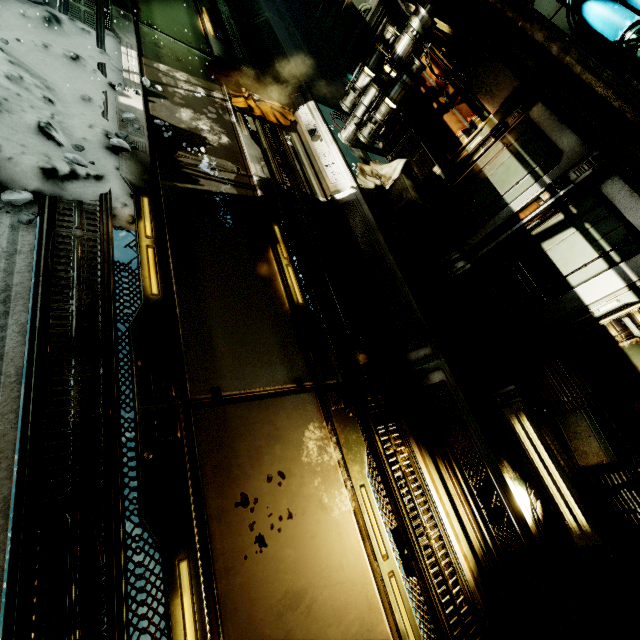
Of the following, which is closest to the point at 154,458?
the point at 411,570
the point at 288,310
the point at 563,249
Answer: the point at 288,310

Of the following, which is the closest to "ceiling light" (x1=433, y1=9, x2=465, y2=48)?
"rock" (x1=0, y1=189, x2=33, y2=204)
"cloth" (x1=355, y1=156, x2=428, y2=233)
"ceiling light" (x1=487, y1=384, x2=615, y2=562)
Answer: "cloth" (x1=355, y1=156, x2=428, y2=233)

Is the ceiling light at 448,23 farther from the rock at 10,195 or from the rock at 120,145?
the rock at 10,195

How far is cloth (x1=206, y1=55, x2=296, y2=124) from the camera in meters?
6.2 m

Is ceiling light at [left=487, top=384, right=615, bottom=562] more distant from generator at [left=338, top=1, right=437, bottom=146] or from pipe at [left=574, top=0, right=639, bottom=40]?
generator at [left=338, top=1, right=437, bottom=146]

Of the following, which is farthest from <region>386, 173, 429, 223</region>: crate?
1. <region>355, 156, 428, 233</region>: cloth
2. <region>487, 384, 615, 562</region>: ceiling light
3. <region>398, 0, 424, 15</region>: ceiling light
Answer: <region>487, 384, 615, 562</region>: ceiling light

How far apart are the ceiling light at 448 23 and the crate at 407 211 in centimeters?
250cm

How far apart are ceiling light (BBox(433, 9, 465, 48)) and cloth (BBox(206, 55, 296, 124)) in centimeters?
311cm
